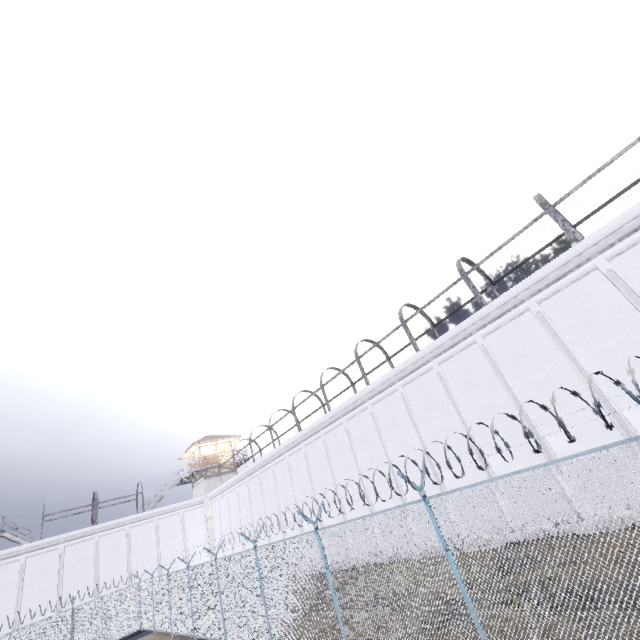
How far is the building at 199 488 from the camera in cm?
3450

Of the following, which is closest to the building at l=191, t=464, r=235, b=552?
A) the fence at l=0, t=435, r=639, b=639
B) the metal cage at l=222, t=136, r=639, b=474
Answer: the fence at l=0, t=435, r=639, b=639

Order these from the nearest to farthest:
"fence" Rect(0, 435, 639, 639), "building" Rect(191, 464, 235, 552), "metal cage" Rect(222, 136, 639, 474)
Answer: "fence" Rect(0, 435, 639, 639) < "metal cage" Rect(222, 136, 639, 474) < "building" Rect(191, 464, 235, 552)

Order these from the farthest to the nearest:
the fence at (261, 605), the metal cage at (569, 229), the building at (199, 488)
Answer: the building at (199, 488) < the metal cage at (569, 229) < the fence at (261, 605)

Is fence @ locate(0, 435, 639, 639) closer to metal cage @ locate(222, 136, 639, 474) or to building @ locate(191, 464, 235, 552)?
metal cage @ locate(222, 136, 639, 474)

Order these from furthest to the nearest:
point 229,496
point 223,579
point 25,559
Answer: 1. point 229,496
2. point 25,559
3. point 223,579

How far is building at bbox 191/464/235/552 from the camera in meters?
34.5
